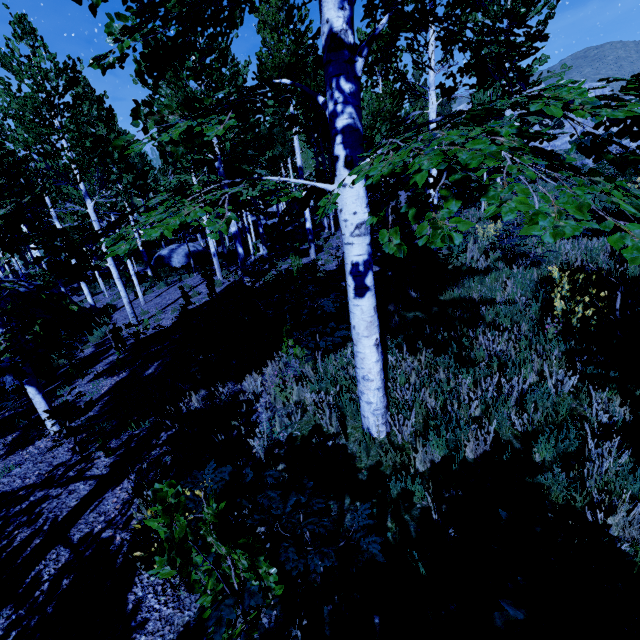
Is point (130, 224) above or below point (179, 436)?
above

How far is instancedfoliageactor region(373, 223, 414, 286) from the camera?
1.6m

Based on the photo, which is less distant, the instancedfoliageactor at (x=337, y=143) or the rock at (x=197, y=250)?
the instancedfoliageactor at (x=337, y=143)

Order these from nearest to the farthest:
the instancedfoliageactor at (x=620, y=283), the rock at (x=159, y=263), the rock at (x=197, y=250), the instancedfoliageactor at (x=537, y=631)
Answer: the instancedfoliageactor at (x=537, y=631), the instancedfoliageactor at (x=620, y=283), the rock at (x=159, y=263), the rock at (x=197, y=250)

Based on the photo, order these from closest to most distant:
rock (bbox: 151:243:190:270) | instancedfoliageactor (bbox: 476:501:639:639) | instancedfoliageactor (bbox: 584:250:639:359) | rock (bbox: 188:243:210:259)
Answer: instancedfoliageactor (bbox: 476:501:639:639), instancedfoliageactor (bbox: 584:250:639:359), rock (bbox: 151:243:190:270), rock (bbox: 188:243:210:259)

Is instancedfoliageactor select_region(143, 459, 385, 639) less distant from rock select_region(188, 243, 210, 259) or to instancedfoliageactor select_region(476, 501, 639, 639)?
instancedfoliageactor select_region(476, 501, 639, 639)

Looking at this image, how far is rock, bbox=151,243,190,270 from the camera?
23.4m
